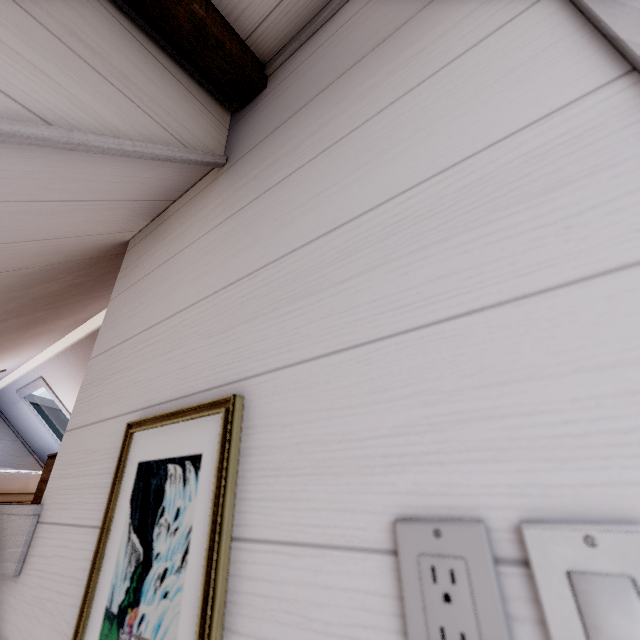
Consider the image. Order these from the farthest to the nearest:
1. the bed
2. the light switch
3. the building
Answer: the building → the bed → the light switch

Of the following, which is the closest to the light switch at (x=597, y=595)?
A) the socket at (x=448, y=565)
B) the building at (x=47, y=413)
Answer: the socket at (x=448, y=565)

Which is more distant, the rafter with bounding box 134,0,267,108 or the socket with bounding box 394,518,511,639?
the rafter with bounding box 134,0,267,108

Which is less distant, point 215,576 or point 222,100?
point 215,576

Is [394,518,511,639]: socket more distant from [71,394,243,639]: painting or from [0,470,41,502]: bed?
[0,470,41,502]: bed

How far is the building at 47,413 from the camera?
4.5 meters

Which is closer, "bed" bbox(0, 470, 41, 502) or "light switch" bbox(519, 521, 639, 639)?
"light switch" bbox(519, 521, 639, 639)

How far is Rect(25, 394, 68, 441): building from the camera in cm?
453
